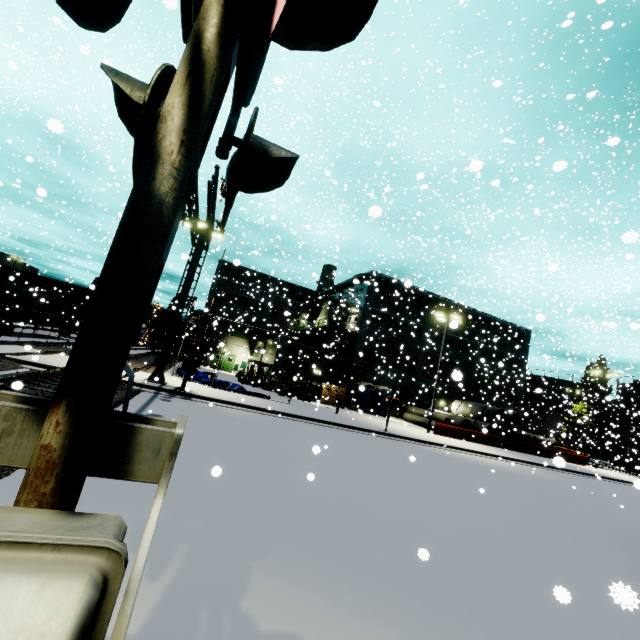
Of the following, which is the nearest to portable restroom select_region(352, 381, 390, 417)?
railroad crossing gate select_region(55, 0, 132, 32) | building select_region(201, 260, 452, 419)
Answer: building select_region(201, 260, 452, 419)

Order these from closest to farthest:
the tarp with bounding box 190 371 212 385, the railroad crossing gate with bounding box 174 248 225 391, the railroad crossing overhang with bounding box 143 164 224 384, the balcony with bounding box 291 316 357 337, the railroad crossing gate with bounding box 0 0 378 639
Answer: the railroad crossing gate with bounding box 0 0 378 639 < the railroad crossing overhang with bounding box 143 164 224 384 < the railroad crossing gate with bounding box 174 248 225 391 < the tarp with bounding box 190 371 212 385 < the balcony with bounding box 291 316 357 337

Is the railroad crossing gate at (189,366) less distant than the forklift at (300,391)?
Yes

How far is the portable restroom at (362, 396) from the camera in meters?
31.7

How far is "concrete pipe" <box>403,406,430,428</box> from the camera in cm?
3153

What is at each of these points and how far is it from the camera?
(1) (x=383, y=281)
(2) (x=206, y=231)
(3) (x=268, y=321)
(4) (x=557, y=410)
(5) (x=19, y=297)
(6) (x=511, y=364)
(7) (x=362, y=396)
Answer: (1) pipe, 34.0 meters
(2) railroad crossing overhang, 15.4 meters
(3) building, 47.3 meters
(4) silo, 56.7 meters
(5) semi trailer, 25.3 meters
(6) building, 41.6 meters
(7) portable restroom, 31.9 meters

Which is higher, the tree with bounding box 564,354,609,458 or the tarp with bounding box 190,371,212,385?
the tree with bounding box 564,354,609,458

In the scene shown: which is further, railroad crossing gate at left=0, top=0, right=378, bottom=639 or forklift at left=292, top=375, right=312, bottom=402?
forklift at left=292, top=375, right=312, bottom=402
